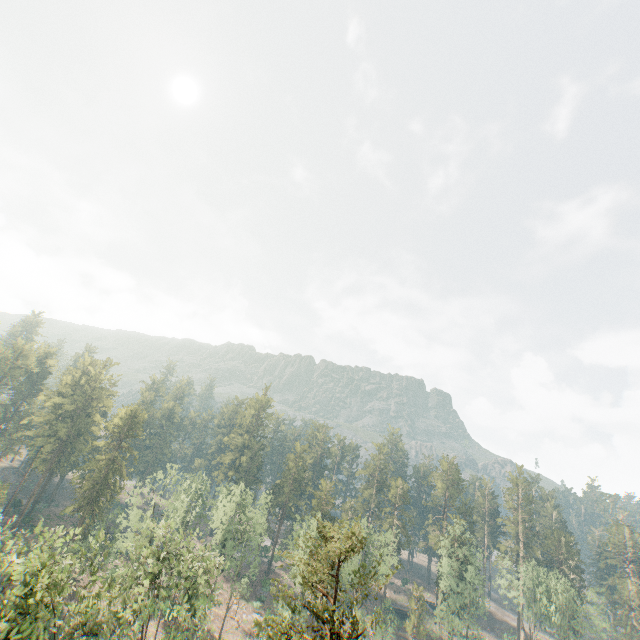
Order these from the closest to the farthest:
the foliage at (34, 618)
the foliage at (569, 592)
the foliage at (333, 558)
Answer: the foliage at (333, 558)
the foliage at (34, 618)
the foliage at (569, 592)

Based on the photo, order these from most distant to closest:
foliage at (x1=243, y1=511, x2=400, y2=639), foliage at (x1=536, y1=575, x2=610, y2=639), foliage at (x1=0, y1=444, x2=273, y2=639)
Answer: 1. foliage at (x1=536, y1=575, x2=610, y2=639)
2. foliage at (x1=0, y1=444, x2=273, y2=639)
3. foliage at (x1=243, y1=511, x2=400, y2=639)

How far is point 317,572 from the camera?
19.2 meters

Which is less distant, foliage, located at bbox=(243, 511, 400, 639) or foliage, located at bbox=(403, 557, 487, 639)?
foliage, located at bbox=(243, 511, 400, 639)

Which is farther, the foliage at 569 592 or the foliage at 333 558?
the foliage at 569 592
